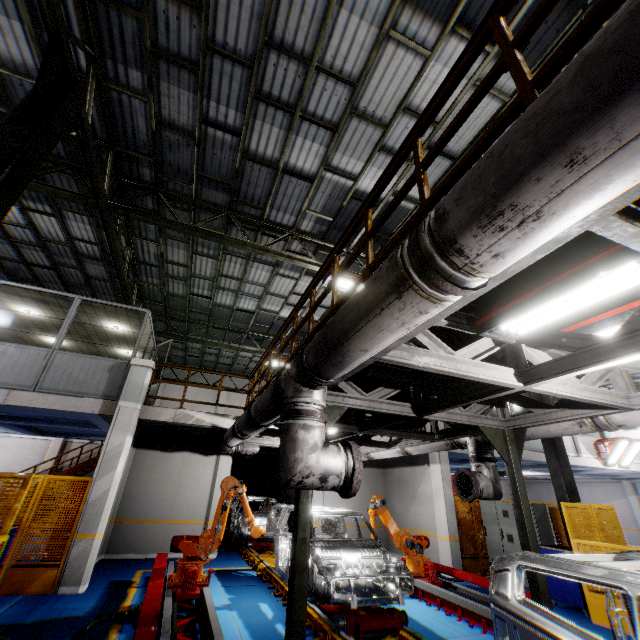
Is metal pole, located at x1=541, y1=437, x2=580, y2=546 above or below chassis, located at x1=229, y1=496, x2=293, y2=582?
above

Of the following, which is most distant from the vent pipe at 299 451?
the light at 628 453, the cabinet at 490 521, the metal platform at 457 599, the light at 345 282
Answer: the light at 628 453

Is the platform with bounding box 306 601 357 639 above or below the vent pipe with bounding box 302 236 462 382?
below

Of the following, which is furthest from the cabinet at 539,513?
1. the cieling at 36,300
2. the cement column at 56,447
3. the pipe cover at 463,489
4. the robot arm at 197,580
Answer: the cement column at 56,447

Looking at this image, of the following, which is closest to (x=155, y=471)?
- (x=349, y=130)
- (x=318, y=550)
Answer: (x=318, y=550)

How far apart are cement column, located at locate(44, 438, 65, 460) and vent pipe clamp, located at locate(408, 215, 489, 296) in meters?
22.3

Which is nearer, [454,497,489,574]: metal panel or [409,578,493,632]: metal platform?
[409,578,493,632]: metal platform

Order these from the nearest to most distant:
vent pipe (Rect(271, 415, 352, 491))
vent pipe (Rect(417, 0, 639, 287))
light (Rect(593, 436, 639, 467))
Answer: vent pipe (Rect(417, 0, 639, 287)) → vent pipe (Rect(271, 415, 352, 491)) → light (Rect(593, 436, 639, 467))
